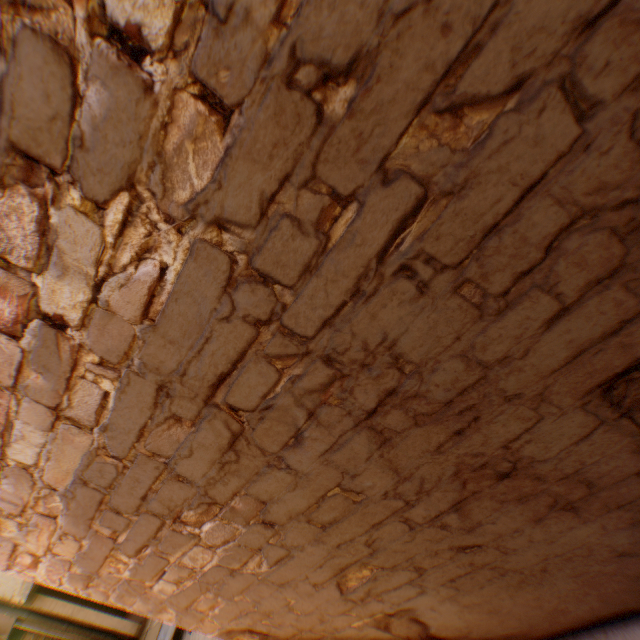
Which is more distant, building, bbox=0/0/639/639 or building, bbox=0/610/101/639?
building, bbox=0/610/101/639

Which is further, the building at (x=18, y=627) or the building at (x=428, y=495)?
the building at (x=18, y=627)

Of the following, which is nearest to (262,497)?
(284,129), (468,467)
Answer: (468,467)
